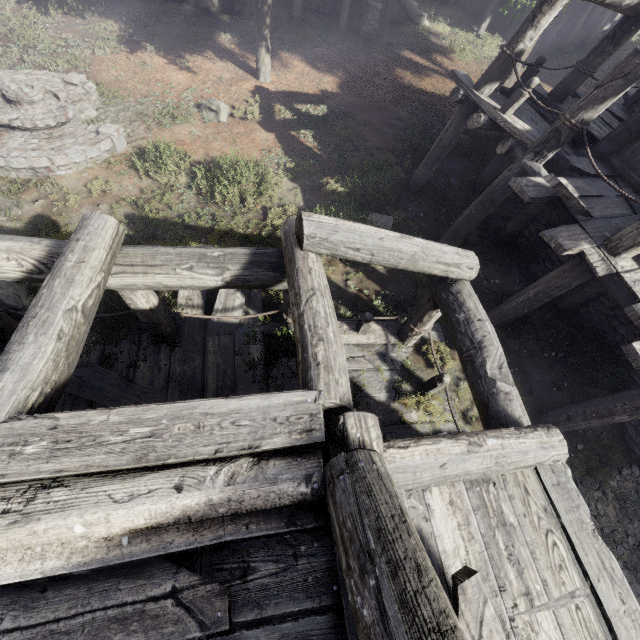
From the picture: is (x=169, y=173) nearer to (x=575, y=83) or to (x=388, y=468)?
(x=388, y=468)

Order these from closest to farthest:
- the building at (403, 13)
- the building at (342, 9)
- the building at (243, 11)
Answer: the building at (243, 11) → the building at (342, 9) → the building at (403, 13)

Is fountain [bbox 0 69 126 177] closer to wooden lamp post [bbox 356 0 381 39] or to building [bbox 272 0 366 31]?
building [bbox 272 0 366 31]

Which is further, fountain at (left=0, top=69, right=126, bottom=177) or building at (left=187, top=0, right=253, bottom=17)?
building at (left=187, top=0, right=253, bottom=17)

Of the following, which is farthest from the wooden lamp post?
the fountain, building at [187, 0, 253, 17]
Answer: the fountain

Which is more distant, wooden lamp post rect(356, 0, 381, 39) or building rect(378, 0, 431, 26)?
building rect(378, 0, 431, 26)

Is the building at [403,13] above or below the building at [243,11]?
above
